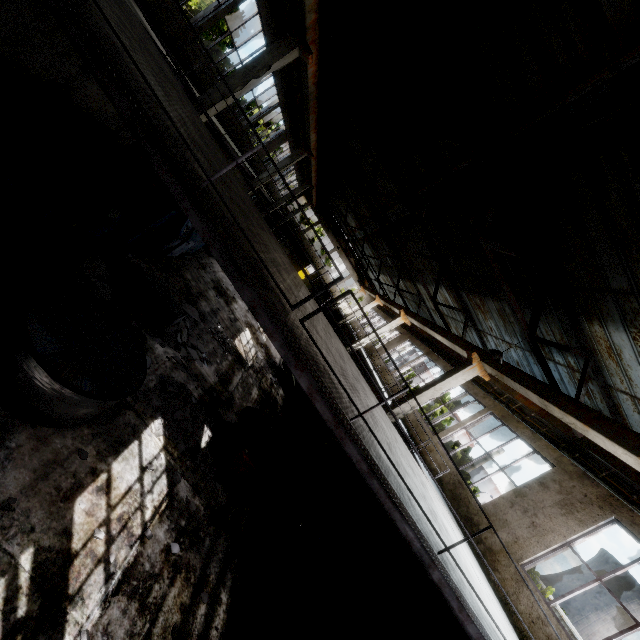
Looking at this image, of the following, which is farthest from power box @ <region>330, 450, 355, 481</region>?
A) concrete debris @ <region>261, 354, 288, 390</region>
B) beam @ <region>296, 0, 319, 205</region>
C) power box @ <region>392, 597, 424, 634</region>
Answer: beam @ <region>296, 0, 319, 205</region>

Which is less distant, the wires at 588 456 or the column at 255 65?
the wires at 588 456

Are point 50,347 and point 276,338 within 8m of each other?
yes

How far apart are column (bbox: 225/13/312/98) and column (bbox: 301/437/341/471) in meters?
11.1

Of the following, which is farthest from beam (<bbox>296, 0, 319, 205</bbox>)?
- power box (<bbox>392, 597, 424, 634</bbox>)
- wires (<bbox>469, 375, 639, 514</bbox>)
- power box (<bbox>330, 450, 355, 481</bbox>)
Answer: power box (<bbox>392, 597, 424, 634</bbox>)

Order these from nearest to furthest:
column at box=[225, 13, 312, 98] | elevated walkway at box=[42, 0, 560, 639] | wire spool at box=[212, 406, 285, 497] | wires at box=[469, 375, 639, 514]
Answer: elevated walkway at box=[42, 0, 560, 639]
wire spool at box=[212, 406, 285, 497]
wires at box=[469, 375, 639, 514]
column at box=[225, 13, 312, 98]

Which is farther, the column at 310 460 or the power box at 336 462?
the power box at 336 462

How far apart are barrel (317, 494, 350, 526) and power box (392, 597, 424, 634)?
2.8 meters
